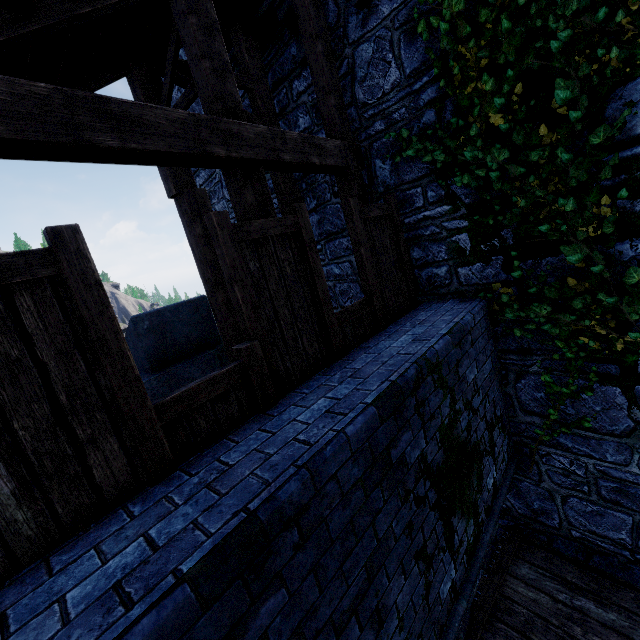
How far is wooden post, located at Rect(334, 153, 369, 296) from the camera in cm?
484

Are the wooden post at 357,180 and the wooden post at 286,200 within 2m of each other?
yes

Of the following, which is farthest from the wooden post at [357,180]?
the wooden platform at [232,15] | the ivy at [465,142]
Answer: the wooden platform at [232,15]

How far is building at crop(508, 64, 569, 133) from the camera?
3.3m

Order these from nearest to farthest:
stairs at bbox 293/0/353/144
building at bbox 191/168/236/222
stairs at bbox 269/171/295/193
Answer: stairs at bbox 293/0/353/144
stairs at bbox 269/171/295/193
building at bbox 191/168/236/222

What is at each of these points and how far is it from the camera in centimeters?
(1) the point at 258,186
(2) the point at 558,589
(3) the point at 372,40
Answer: (1) wooden post, 355cm
(2) walkway, 432cm
(3) building, 445cm

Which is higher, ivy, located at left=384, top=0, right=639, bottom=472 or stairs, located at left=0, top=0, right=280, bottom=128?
stairs, located at left=0, top=0, right=280, bottom=128

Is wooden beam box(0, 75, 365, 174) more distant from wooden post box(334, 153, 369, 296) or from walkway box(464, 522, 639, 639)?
walkway box(464, 522, 639, 639)
